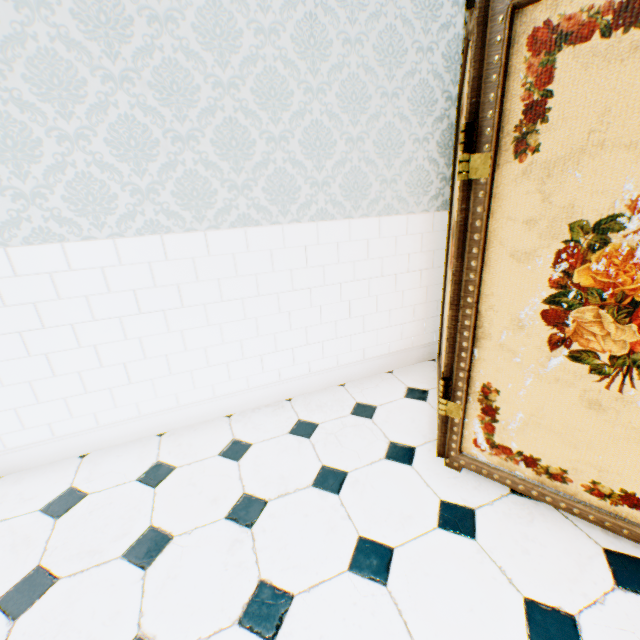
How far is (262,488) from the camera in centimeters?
156cm
